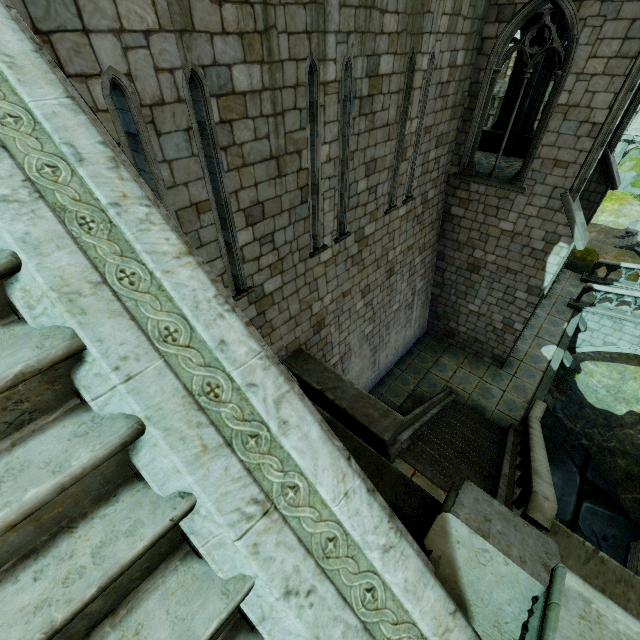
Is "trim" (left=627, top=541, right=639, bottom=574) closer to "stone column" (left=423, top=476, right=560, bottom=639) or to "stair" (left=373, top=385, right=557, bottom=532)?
"stair" (left=373, top=385, right=557, bottom=532)

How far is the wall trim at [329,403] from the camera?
6.88m

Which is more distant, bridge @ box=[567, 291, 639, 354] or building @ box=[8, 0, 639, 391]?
bridge @ box=[567, 291, 639, 354]

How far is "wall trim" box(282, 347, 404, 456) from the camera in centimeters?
688cm

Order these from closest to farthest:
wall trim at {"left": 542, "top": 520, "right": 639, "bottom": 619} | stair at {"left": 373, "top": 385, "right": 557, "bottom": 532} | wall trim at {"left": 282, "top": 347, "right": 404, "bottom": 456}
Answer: wall trim at {"left": 542, "top": 520, "right": 639, "bottom": 619}
stair at {"left": 373, "top": 385, "right": 557, "bottom": 532}
wall trim at {"left": 282, "top": 347, "right": 404, "bottom": 456}

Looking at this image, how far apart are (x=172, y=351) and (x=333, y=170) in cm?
653

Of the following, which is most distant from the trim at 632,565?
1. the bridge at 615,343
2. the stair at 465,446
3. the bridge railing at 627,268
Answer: the bridge railing at 627,268

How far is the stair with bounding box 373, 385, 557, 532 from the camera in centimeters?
580cm
